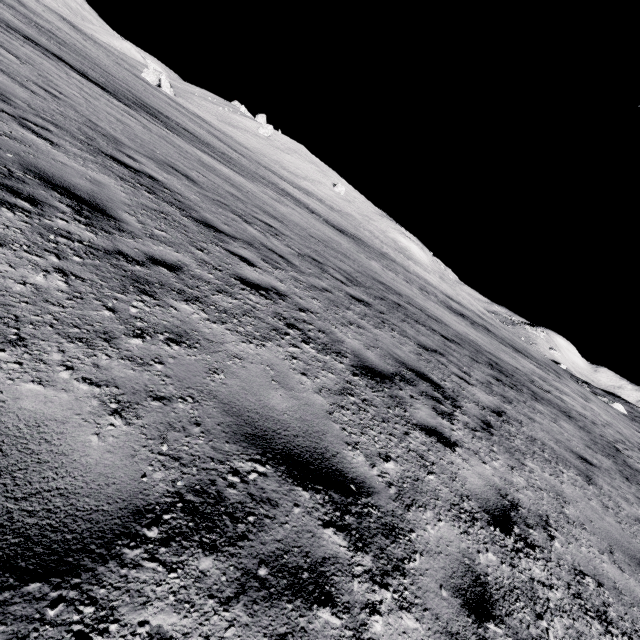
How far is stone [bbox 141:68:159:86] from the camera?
57.1 meters

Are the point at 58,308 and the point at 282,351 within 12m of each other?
yes

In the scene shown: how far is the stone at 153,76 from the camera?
57.1m
